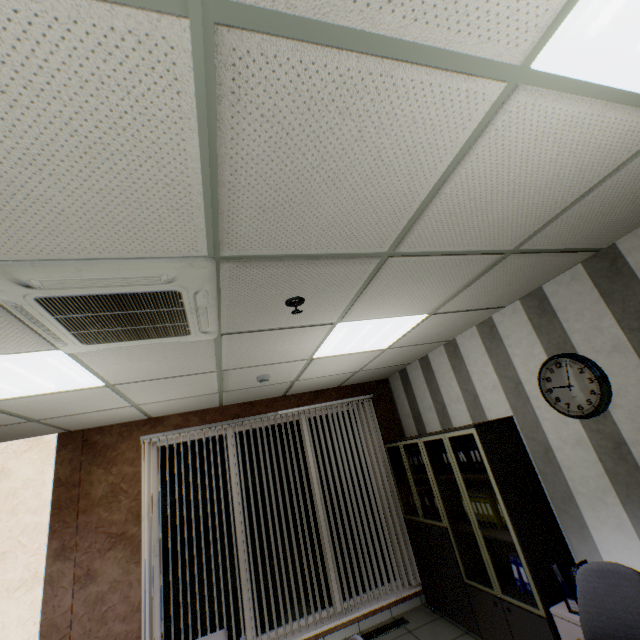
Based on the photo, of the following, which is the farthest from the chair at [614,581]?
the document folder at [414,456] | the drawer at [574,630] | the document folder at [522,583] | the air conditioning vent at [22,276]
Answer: the air conditioning vent at [22,276]

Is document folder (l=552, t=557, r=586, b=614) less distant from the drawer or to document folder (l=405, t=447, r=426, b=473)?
the drawer

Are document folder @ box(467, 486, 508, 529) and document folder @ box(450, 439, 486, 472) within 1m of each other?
yes

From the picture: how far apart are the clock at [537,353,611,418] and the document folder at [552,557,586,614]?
1.13m

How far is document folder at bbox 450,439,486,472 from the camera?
3.55m

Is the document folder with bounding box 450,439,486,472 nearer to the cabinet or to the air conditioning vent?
the cabinet

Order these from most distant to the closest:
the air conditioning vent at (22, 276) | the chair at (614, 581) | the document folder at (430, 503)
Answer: the document folder at (430, 503) < the chair at (614, 581) < the air conditioning vent at (22, 276)

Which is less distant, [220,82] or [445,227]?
[220,82]
